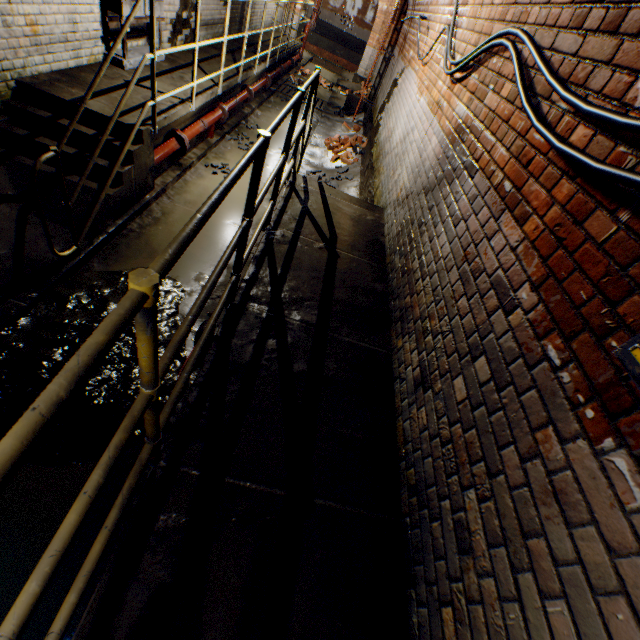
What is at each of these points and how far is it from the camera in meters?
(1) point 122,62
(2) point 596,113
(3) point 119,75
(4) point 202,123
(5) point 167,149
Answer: (1) electrical box, 4.8 m
(2) wire, 1.2 m
(3) walkway, 4.7 m
(4) pipe, 5.7 m
(5) pipe, 4.7 m

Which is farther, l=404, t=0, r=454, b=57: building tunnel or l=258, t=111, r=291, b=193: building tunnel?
l=258, t=111, r=291, b=193: building tunnel

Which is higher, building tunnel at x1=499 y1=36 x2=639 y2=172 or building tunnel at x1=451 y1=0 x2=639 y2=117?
building tunnel at x1=451 y1=0 x2=639 y2=117

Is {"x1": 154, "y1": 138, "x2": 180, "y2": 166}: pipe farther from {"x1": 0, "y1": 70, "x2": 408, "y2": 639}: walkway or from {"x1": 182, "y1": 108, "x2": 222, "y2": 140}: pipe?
{"x1": 0, "y1": 70, "x2": 408, "y2": 639}: walkway

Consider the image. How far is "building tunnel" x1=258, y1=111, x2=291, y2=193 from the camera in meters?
6.3

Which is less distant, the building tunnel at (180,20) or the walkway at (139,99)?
the walkway at (139,99)

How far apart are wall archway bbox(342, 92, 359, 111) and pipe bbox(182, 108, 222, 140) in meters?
5.9 m

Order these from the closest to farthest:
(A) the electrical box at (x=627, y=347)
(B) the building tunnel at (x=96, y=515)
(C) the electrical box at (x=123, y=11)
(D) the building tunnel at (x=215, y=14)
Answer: (A) the electrical box at (x=627, y=347), (B) the building tunnel at (x=96, y=515), (C) the electrical box at (x=123, y=11), (D) the building tunnel at (x=215, y=14)
